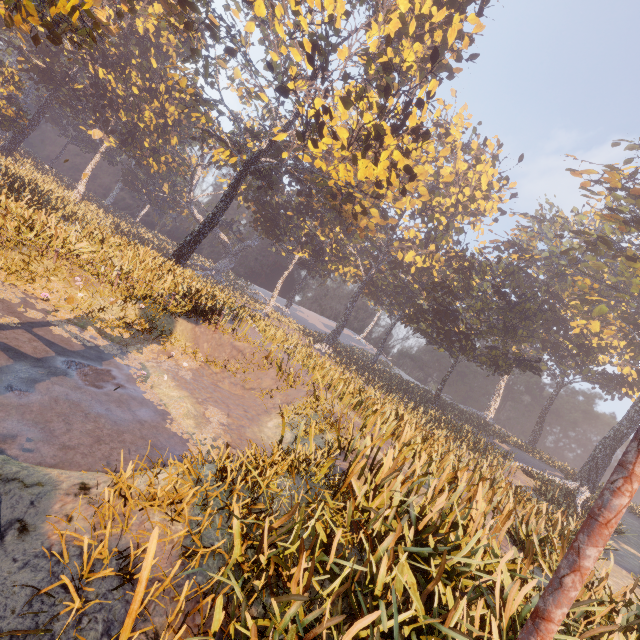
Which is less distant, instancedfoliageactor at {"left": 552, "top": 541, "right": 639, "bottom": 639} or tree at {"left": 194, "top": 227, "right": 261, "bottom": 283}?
instancedfoliageactor at {"left": 552, "top": 541, "right": 639, "bottom": 639}

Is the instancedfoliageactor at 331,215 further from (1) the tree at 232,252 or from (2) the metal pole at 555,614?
(1) the tree at 232,252

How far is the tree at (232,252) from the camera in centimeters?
5681cm

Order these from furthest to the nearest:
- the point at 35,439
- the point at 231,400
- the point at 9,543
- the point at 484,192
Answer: the point at 484,192
the point at 231,400
the point at 35,439
the point at 9,543

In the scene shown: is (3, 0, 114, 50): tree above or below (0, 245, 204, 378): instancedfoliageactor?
above

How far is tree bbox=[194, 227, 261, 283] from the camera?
56.8 meters

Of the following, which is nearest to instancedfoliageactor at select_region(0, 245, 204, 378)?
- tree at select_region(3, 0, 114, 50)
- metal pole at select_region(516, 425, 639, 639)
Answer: metal pole at select_region(516, 425, 639, 639)
